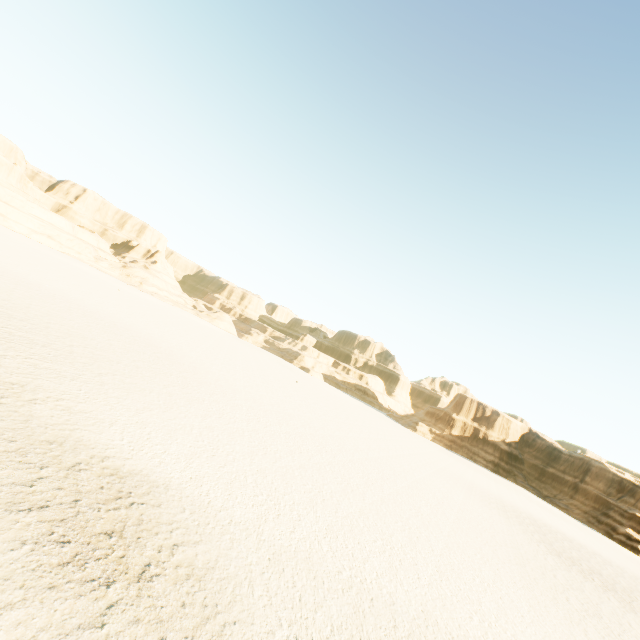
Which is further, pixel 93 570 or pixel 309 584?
pixel 309 584
